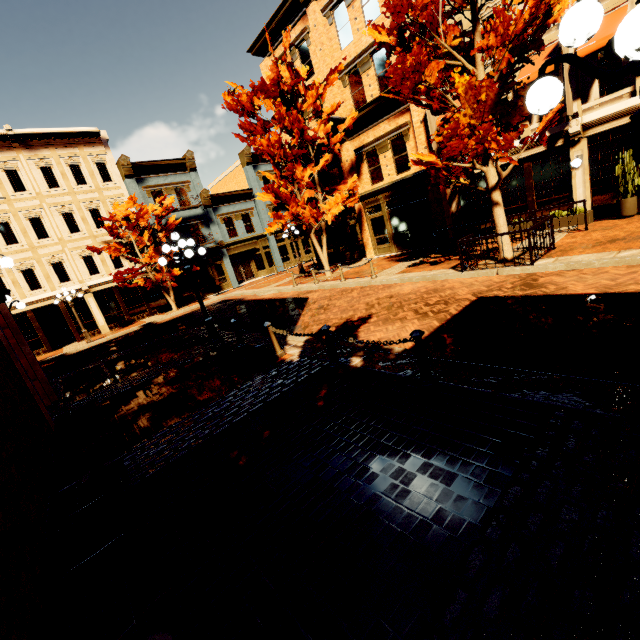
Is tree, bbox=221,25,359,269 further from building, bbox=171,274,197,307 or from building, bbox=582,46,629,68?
building, bbox=171,274,197,307

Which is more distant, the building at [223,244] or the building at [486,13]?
the building at [223,244]

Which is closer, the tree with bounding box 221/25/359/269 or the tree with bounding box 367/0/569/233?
the tree with bounding box 367/0/569/233

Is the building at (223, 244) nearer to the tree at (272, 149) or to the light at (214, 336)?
the tree at (272, 149)

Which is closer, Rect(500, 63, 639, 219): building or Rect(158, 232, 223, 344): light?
Rect(158, 232, 223, 344): light

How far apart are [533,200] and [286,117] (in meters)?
11.71

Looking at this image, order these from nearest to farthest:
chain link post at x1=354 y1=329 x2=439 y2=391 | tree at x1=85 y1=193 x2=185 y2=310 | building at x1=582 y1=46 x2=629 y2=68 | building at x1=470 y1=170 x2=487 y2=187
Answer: chain link post at x1=354 y1=329 x2=439 y2=391 → building at x1=582 y1=46 x2=629 y2=68 → building at x1=470 y1=170 x2=487 y2=187 → tree at x1=85 y1=193 x2=185 y2=310

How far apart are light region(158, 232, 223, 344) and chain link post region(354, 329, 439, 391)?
7.46m
